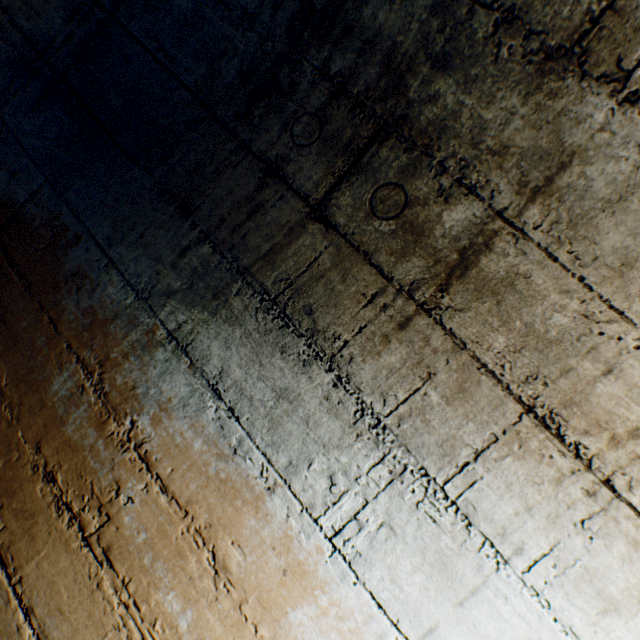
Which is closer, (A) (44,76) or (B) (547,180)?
(B) (547,180)
